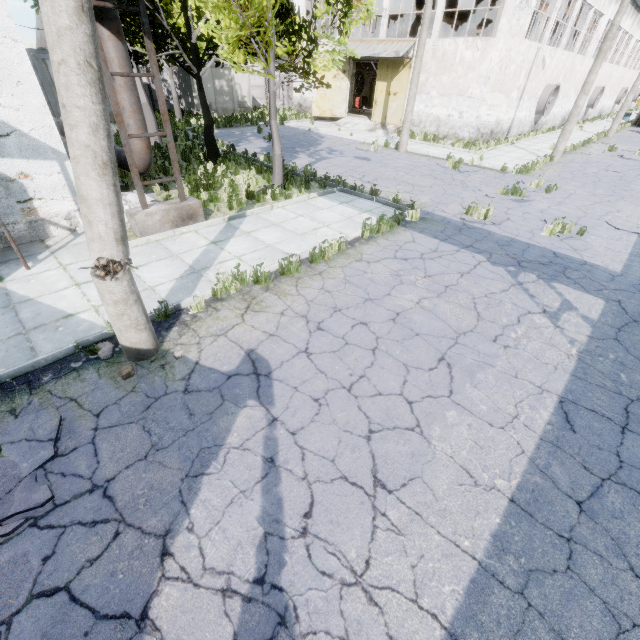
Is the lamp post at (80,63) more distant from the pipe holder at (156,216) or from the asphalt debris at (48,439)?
the pipe holder at (156,216)

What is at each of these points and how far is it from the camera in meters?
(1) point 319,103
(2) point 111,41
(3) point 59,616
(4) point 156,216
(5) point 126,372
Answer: (1) door, 26.1 m
(2) pipe, 7.4 m
(3) asphalt debris, 2.6 m
(4) pipe holder, 8.0 m
(5) lamp post, 4.5 m

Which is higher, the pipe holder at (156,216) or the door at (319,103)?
the door at (319,103)

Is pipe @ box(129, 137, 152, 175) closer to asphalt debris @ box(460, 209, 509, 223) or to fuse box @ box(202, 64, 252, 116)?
asphalt debris @ box(460, 209, 509, 223)

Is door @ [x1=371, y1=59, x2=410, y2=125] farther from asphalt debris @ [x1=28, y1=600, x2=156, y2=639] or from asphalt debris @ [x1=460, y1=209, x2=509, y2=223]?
asphalt debris @ [x1=28, y1=600, x2=156, y2=639]

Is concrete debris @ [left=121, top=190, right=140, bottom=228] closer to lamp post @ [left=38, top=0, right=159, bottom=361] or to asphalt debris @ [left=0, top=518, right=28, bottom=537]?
lamp post @ [left=38, top=0, right=159, bottom=361]

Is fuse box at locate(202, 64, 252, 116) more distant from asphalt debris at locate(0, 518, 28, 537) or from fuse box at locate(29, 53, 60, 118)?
asphalt debris at locate(0, 518, 28, 537)

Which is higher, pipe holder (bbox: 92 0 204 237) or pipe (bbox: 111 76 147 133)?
pipe (bbox: 111 76 147 133)
